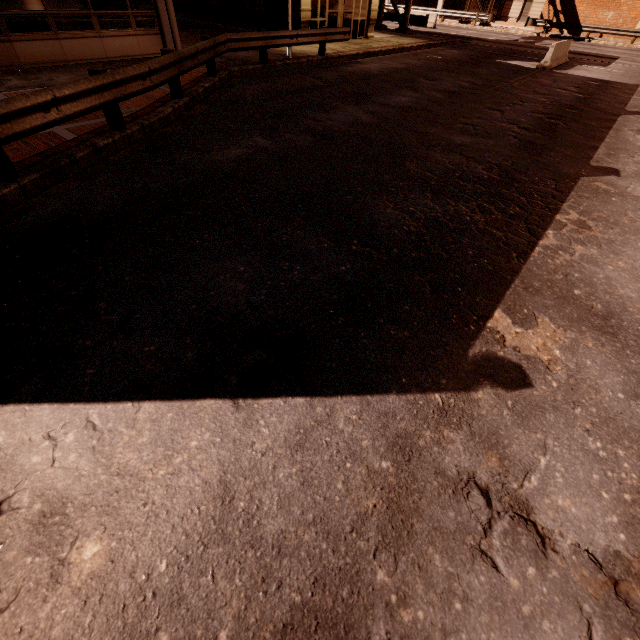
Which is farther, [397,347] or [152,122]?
[152,122]

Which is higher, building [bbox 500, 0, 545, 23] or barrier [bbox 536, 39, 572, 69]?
building [bbox 500, 0, 545, 23]

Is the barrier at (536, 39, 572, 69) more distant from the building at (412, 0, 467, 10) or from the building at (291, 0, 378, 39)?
the building at (412, 0, 467, 10)

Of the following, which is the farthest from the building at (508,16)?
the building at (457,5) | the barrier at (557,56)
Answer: the barrier at (557,56)

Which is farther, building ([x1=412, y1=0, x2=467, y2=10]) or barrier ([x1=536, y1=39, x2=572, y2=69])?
building ([x1=412, y1=0, x2=467, y2=10])

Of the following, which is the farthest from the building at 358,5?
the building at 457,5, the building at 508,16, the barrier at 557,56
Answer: the building at 508,16

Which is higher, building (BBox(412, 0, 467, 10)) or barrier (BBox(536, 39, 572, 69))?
building (BBox(412, 0, 467, 10))

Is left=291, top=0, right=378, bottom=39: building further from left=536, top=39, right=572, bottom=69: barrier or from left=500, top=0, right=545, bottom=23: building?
left=500, top=0, right=545, bottom=23: building
